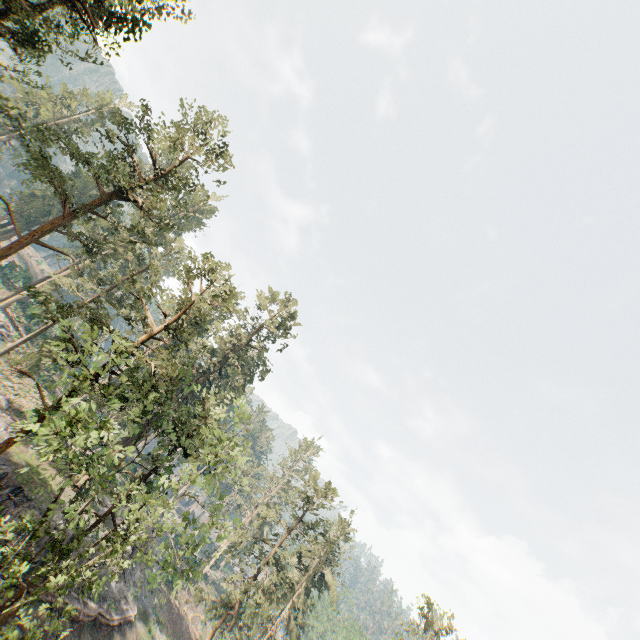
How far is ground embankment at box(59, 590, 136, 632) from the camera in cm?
2622

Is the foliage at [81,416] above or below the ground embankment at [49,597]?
above

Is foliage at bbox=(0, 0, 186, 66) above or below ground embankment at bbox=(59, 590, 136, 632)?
above

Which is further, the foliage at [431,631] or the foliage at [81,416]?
the foliage at [431,631]

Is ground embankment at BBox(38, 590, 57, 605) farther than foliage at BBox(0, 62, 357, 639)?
Yes

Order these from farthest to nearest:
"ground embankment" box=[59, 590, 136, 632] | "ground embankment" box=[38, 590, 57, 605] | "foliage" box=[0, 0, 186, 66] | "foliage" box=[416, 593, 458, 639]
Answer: "foliage" box=[416, 593, 458, 639] → "ground embankment" box=[59, 590, 136, 632] → "ground embankment" box=[38, 590, 57, 605] → "foliage" box=[0, 0, 186, 66]

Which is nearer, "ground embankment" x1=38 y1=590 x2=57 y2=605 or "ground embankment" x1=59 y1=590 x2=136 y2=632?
"ground embankment" x1=38 y1=590 x2=57 y2=605

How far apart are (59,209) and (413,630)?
79.9 meters
